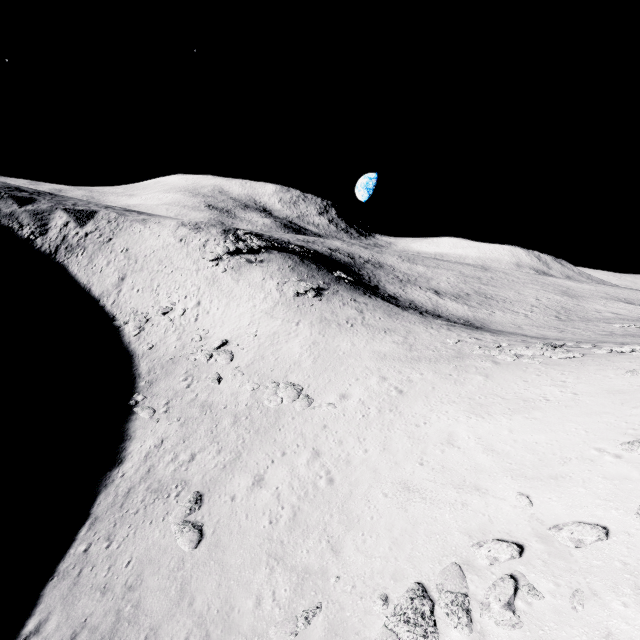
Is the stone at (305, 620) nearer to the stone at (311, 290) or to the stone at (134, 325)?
the stone at (134, 325)

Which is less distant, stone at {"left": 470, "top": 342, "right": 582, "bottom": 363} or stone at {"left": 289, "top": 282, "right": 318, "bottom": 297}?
stone at {"left": 470, "top": 342, "right": 582, "bottom": 363}

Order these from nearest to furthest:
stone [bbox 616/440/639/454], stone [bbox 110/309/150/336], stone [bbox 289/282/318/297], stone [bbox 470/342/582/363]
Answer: stone [bbox 616/440/639/454] < stone [bbox 470/342/582/363] < stone [bbox 110/309/150/336] < stone [bbox 289/282/318/297]

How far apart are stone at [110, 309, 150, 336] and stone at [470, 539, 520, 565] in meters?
33.0 m

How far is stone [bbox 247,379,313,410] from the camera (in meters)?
22.61

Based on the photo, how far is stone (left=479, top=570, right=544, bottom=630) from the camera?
7.9 meters

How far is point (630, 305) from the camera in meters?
57.7

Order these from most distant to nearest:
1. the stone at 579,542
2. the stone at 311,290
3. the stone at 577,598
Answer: the stone at 311,290
the stone at 579,542
the stone at 577,598
